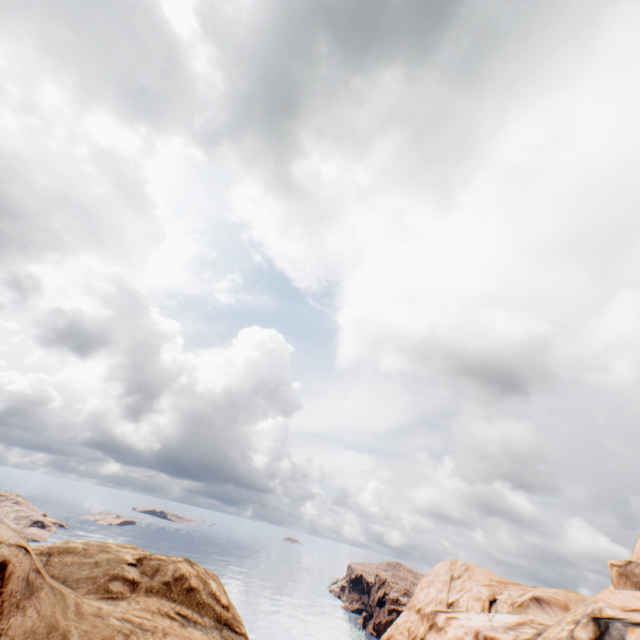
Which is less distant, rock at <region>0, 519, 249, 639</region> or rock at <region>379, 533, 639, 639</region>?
rock at <region>0, 519, 249, 639</region>

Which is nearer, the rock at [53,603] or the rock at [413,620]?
the rock at [53,603]

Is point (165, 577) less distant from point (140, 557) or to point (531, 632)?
point (140, 557)
